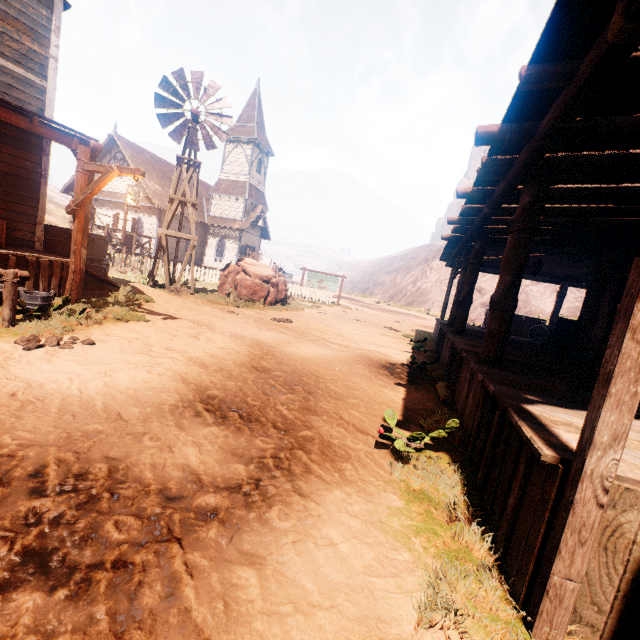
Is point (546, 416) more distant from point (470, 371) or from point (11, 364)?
point (11, 364)

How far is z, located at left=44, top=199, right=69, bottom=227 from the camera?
35.44m

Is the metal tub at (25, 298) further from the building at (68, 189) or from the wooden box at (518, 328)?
the wooden box at (518, 328)

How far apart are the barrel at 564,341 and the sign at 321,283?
13.8m

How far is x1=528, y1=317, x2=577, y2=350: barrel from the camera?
10.08m

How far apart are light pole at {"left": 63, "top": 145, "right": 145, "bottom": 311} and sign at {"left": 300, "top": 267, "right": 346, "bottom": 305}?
17.0 meters

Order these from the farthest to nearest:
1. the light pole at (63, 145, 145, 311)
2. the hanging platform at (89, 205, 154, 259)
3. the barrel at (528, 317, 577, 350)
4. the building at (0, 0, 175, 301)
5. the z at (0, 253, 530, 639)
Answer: the hanging platform at (89, 205, 154, 259)
the barrel at (528, 317, 577, 350)
the building at (0, 0, 175, 301)
the light pole at (63, 145, 145, 311)
the z at (0, 253, 530, 639)

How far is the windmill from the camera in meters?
11.8 m
